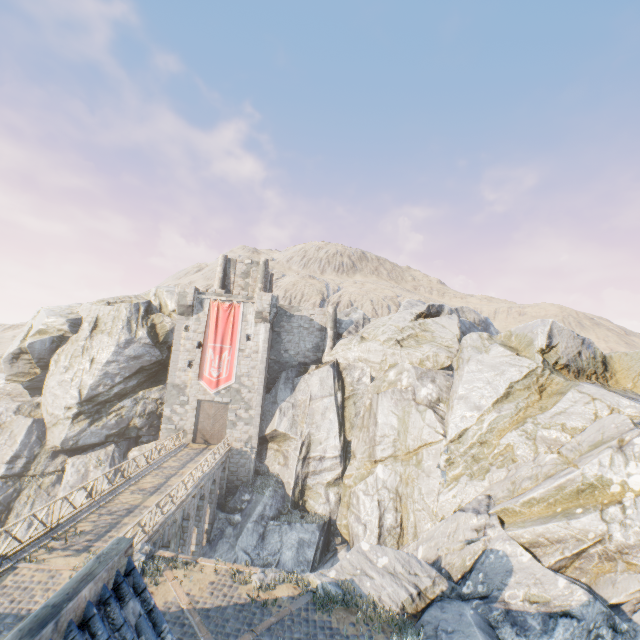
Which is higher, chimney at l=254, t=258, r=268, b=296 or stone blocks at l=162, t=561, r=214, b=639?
chimney at l=254, t=258, r=268, b=296

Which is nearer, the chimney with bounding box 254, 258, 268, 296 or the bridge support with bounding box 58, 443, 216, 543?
the bridge support with bounding box 58, 443, 216, 543

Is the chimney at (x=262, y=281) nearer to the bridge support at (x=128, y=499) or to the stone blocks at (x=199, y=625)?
the bridge support at (x=128, y=499)

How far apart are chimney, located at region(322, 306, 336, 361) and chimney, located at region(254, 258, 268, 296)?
7.3m

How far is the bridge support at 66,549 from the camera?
12.0m

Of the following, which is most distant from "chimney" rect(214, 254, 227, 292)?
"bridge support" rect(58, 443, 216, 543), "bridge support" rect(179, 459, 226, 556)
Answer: "bridge support" rect(58, 443, 216, 543)

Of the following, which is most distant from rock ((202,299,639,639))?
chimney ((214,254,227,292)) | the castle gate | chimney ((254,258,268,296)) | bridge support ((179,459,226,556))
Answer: chimney ((254,258,268,296))

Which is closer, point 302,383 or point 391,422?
point 391,422
